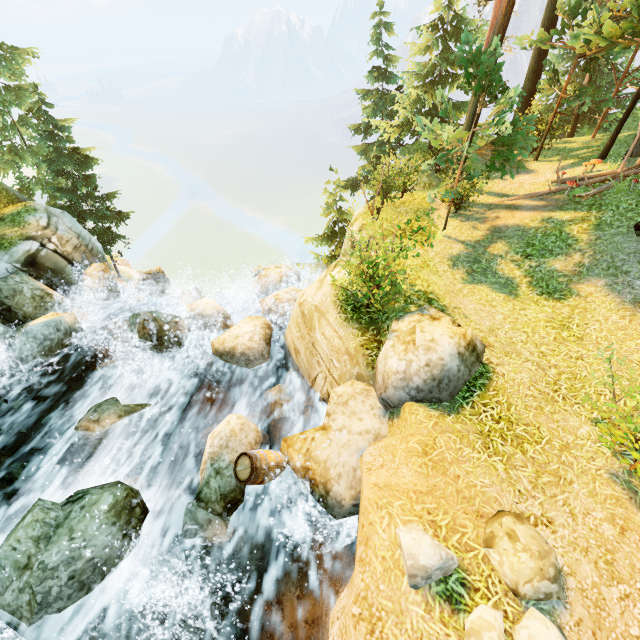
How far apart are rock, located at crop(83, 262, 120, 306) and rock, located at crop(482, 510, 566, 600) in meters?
16.4 m

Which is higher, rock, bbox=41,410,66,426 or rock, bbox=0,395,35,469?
rock, bbox=0,395,35,469

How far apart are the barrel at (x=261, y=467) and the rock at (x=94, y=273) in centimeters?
1179cm

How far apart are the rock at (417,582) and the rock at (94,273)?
15.6 meters

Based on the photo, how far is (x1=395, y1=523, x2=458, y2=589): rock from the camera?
3.7 meters

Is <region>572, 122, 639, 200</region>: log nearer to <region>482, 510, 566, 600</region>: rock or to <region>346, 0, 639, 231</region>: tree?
<region>346, 0, 639, 231</region>: tree

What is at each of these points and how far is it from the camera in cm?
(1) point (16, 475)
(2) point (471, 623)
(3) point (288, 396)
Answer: (1) rock, 826
(2) rock, 362
(3) rock, 948

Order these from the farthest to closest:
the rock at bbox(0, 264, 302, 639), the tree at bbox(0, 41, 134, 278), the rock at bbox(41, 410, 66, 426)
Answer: the tree at bbox(0, 41, 134, 278), the rock at bbox(41, 410, 66, 426), the rock at bbox(0, 264, 302, 639)
